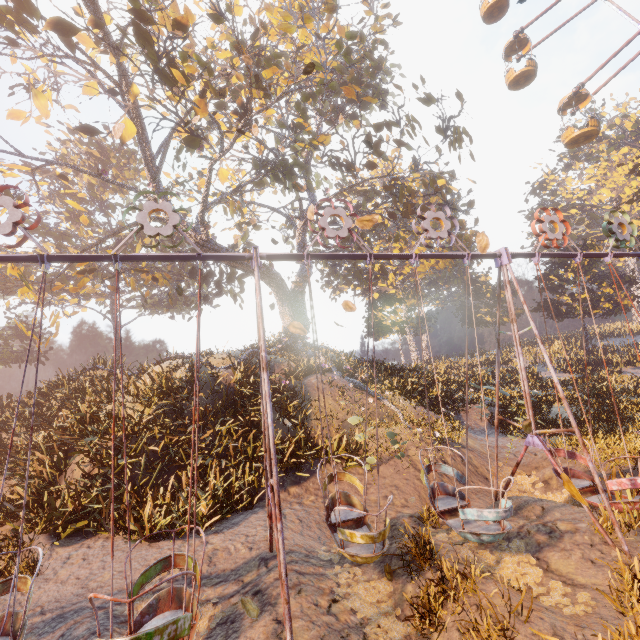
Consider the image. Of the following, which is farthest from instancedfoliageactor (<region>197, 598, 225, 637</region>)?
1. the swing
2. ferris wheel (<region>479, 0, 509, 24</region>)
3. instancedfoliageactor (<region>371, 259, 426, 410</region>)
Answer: ferris wheel (<region>479, 0, 509, 24</region>)

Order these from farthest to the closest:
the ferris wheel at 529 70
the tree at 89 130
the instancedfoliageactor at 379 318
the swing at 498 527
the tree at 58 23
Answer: the ferris wheel at 529 70
the instancedfoliageactor at 379 318
the tree at 89 130
the tree at 58 23
the swing at 498 527

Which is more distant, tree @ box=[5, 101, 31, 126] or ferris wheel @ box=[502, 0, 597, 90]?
ferris wheel @ box=[502, 0, 597, 90]

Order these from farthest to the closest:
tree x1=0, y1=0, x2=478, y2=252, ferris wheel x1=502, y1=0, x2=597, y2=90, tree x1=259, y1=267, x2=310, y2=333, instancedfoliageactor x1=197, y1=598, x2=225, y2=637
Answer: tree x1=259, y1=267, x2=310, y2=333
ferris wheel x1=502, y1=0, x2=597, y2=90
tree x1=0, y1=0, x2=478, y2=252
instancedfoliageactor x1=197, y1=598, x2=225, y2=637

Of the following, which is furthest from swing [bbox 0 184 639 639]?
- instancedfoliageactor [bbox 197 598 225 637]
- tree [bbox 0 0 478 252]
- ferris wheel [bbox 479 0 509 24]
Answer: ferris wheel [bbox 479 0 509 24]

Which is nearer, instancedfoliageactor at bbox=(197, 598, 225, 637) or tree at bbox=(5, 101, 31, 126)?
instancedfoliageactor at bbox=(197, 598, 225, 637)

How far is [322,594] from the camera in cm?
567

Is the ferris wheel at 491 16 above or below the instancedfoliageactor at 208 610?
above
